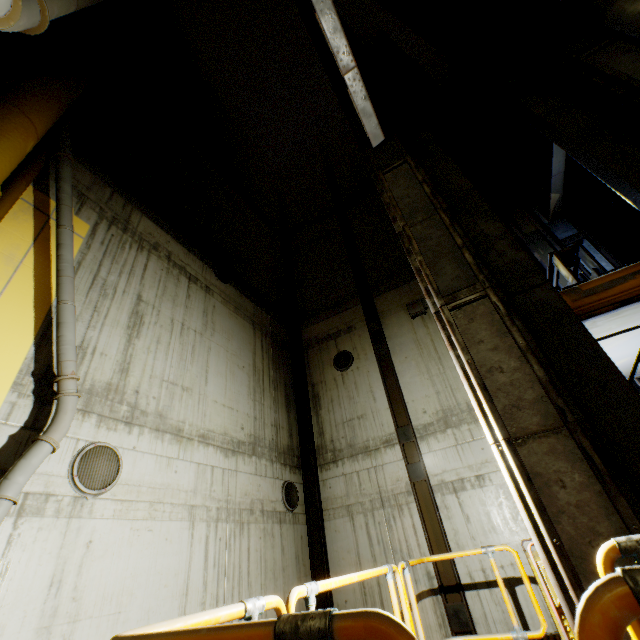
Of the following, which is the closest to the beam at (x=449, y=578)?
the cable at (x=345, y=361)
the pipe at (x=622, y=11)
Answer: the cable at (x=345, y=361)

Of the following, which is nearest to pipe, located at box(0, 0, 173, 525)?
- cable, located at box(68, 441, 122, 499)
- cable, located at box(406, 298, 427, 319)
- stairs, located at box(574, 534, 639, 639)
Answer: stairs, located at box(574, 534, 639, 639)

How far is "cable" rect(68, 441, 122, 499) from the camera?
4.9m

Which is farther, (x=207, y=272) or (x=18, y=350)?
(x=207, y=272)

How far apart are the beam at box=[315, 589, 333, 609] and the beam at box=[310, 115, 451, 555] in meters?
2.8

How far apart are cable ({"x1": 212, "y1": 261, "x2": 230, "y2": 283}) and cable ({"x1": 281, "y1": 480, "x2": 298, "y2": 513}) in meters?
6.5

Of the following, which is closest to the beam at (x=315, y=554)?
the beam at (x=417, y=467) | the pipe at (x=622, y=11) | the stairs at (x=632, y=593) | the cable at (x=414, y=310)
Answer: the stairs at (x=632, y=593)

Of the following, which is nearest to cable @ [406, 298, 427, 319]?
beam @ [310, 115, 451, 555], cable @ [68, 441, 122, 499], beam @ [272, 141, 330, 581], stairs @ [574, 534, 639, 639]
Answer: beam @ [310, 115, 451, 555]
